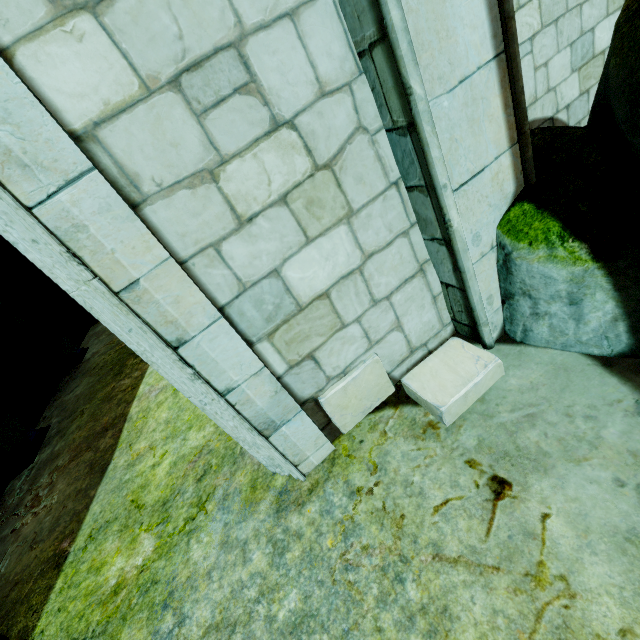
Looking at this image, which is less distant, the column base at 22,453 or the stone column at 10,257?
the column base at 22,453

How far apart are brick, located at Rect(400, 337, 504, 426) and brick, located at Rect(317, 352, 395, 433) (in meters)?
0.13

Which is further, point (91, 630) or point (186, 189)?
point (91, 630)

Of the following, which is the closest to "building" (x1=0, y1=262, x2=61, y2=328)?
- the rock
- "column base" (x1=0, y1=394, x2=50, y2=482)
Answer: the rock

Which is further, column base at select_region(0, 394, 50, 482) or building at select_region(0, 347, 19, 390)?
building at select_region(0, 347, 19, 390)

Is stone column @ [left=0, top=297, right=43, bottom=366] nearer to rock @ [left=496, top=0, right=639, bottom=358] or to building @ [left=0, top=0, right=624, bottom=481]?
building @ [left=0, top=0, right=624, bottom=481]

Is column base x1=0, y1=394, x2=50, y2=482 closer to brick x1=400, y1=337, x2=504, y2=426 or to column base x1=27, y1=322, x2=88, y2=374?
column base x1=27, y1=322, x2=88, y2=374

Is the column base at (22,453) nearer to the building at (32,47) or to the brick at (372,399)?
the building at (32,47)
